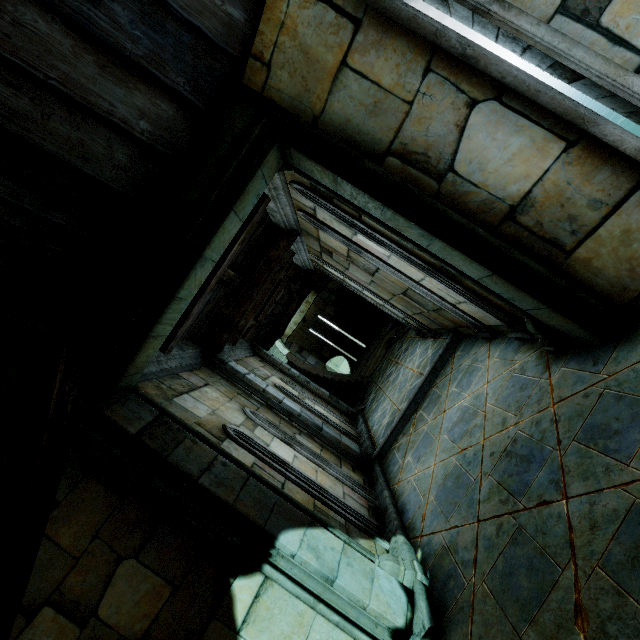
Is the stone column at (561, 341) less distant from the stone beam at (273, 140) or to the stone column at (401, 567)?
the stone beam at (273, 140)

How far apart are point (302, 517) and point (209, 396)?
2.5m

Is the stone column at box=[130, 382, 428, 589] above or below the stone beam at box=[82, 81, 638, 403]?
below

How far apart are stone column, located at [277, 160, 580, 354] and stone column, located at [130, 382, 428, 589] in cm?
265

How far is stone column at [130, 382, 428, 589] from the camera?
3.19m

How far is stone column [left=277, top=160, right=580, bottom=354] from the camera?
3.3m

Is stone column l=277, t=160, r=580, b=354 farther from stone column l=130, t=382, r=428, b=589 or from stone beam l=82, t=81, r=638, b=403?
stone column l=130, t=382, r=428, b=589
